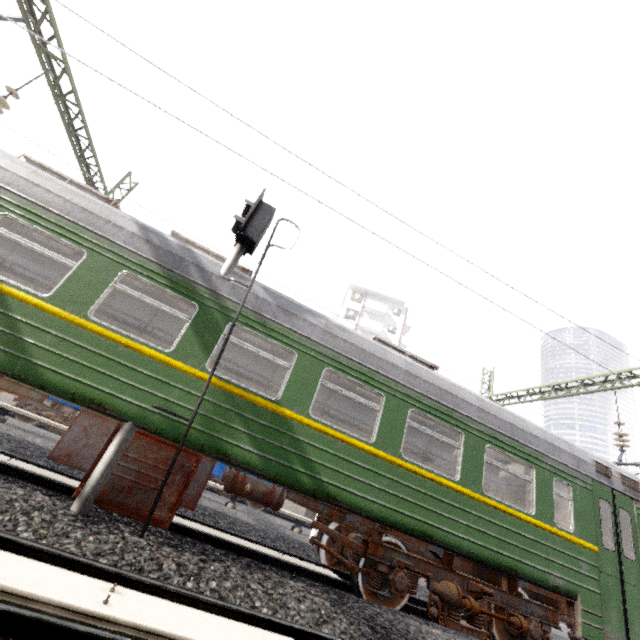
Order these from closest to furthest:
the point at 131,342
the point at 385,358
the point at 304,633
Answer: the point at 304,633 < the point at 131,342 < the point at 385,358

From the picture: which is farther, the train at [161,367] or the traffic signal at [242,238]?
the traffic signal at [242,238]

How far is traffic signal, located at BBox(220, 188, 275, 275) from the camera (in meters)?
5.97

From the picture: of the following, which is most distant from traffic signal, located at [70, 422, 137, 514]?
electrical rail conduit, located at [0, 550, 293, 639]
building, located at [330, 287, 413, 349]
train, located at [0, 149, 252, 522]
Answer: building, located at [330, 287, 413, 349]

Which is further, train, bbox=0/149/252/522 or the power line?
the power line

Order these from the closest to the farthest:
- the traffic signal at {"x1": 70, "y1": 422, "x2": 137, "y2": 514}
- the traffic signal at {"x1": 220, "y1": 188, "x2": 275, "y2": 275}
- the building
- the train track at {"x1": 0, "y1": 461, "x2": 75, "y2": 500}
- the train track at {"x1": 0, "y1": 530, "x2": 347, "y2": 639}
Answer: the train track at {"x1": 0, "y1": 530, "x2": 347, "y2": 639} < the traffic signal at {"x1": 70, "y1": 422, "x2": 137, "y2": 514} < the train track at {"x1": 0, "y1": 461, "x2": 75, "y2": 500} < the traffic signal at {"x1": 220, "y1": 188, "x2": 275, "y2": 275} < the building

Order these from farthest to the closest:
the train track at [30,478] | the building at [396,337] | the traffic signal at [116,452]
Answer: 1. the building at [396,337]
2. the train track at [30,478]
3. the traffic signal at [116,452]

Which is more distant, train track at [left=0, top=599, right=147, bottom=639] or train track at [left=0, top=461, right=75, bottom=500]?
train track at [left=0, top=461, right=75, bottom=500]
